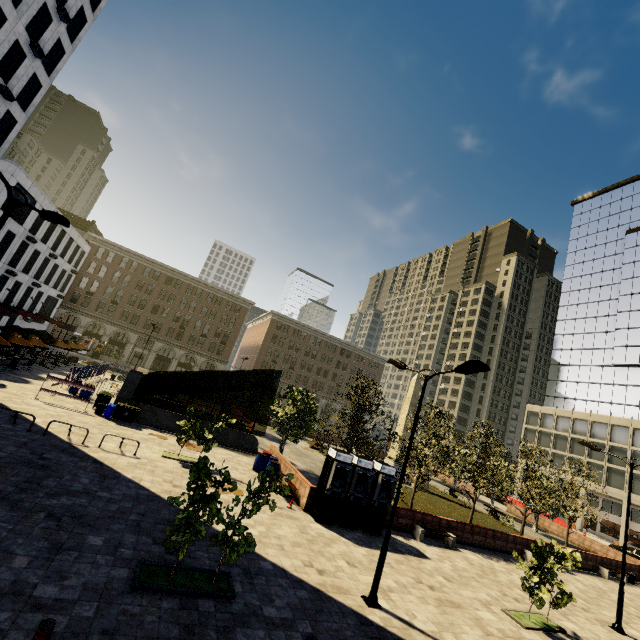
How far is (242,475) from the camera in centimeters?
1855cm

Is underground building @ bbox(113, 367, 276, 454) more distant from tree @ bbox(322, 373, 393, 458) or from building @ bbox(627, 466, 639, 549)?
building @ bbox(627, 466, 639, 549)

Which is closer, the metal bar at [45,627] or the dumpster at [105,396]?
the metal bar at [45,627]

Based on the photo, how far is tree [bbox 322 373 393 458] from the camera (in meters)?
20.52

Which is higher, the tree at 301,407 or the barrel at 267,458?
the tree at 301,407

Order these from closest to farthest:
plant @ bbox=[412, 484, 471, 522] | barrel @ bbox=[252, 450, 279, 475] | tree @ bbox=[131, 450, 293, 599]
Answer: tree @ bbox=[131, 450, 293, 599], barrel @ bbox=[252, 450, 279, 475], plant @ bbox=[412, 484, 471, 522]

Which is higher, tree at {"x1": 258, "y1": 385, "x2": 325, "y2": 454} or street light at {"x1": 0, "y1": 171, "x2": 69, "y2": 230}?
street light at {"x1": 0, "y1": 171, "x2": 69, "y2": 230}

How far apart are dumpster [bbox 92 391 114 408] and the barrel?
11.0 meters
